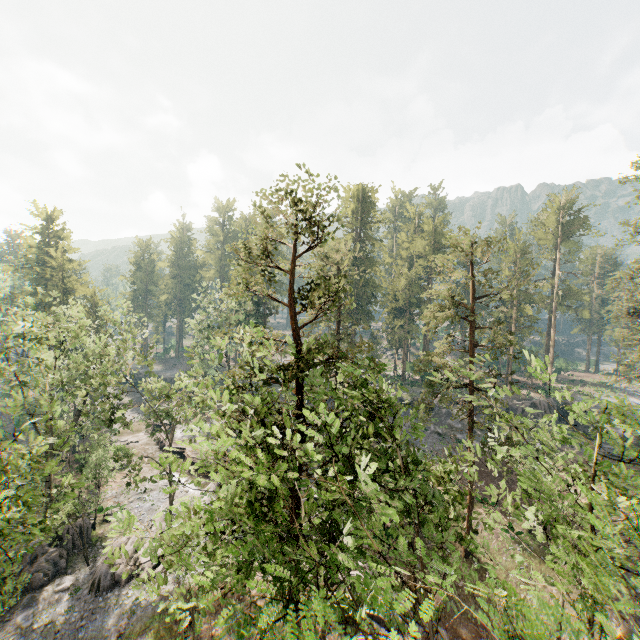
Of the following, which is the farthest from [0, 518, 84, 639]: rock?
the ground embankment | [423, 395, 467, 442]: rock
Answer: [423, 395, 467, 442]: rock

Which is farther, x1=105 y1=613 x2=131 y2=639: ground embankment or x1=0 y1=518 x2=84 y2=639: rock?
x1=0 y1=518 x2=84 y2=639: rock

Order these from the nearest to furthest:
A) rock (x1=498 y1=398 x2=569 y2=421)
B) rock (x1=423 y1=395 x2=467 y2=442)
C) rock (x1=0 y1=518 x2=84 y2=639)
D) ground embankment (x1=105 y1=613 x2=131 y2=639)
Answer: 1. ground embankment (x1=105 y1=613 x2=131 y2=639)
2. rock (x1=0 y1=518 x2=84 y2=639)
3. rock (x1=423 y1=395 x2=467 y2=442)
4. rock (x1=498 y1=398 x2=569 y2=421)

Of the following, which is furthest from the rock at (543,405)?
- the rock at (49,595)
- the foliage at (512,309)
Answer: the rock at (49,595)

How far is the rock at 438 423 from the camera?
39.6m

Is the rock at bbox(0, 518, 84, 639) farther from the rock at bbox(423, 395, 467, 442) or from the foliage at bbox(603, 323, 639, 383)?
the rock at bbox(423, 395, 467, 442)

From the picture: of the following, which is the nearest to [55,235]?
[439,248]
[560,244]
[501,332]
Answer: [439,248]

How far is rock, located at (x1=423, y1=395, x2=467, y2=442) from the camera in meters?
39.6 m
